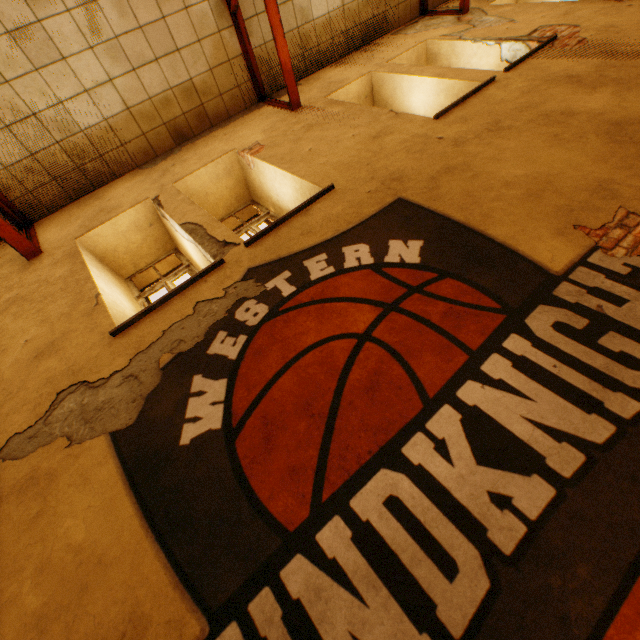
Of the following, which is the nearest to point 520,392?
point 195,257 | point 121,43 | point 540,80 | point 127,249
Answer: point 195,257

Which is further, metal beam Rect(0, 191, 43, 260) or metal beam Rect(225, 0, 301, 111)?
metal beam Rect(225, 0, 301, 111)

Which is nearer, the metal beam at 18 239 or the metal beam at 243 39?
the metal beam at 18 239
